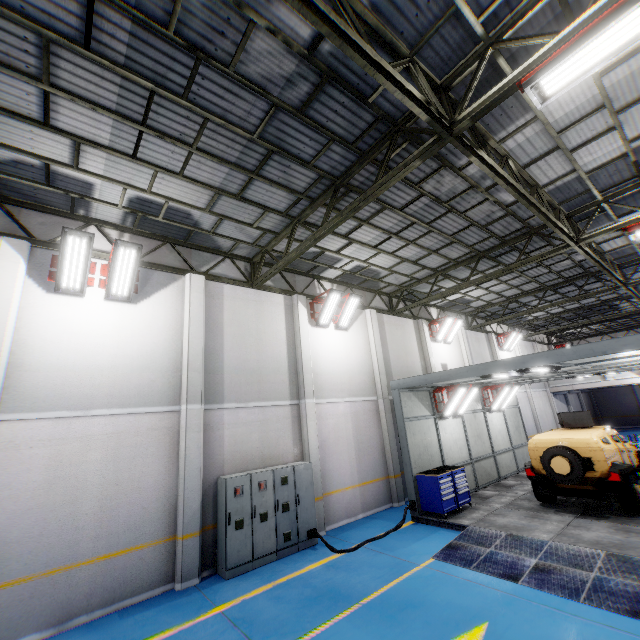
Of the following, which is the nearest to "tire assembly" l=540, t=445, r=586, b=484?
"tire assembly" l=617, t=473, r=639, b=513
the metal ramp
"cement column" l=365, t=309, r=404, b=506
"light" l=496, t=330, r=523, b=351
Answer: "tire assembly" l=617, t=473, r=639, b=513

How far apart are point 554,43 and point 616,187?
7.5 meters

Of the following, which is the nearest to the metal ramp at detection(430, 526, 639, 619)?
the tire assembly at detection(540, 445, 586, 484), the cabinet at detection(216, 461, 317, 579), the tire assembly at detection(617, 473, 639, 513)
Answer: the tire assembly at detection(540, 445, 586, 484)

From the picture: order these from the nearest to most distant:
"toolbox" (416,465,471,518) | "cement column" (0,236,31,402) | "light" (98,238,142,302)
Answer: "cement column" (0,236,31,402)
"light" (98,238,142,302)
"toolbox" (416,465,471,518)

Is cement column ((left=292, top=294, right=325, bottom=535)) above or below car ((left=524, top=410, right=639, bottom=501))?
above

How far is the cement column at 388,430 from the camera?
12.4m

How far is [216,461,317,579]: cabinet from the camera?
7.9 meters

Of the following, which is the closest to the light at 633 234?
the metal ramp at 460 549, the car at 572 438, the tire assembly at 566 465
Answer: the car at 572 438
